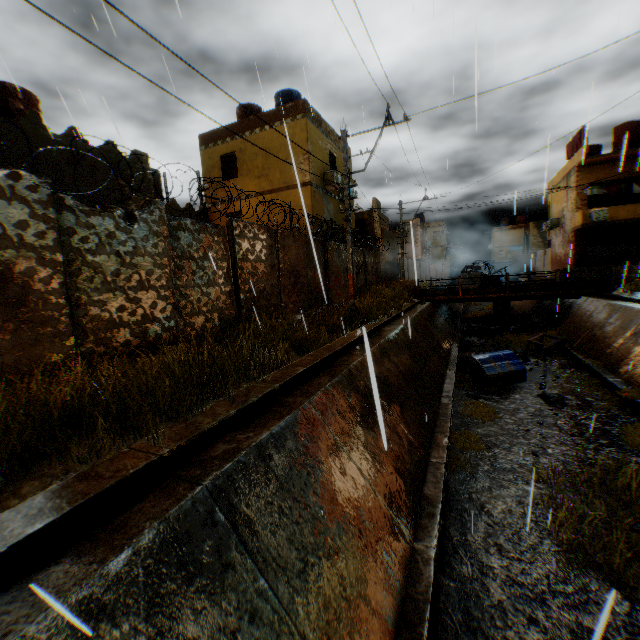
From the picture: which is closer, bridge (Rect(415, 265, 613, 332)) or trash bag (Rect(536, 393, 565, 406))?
trash bag (Rect(536, 393, 565, 406))

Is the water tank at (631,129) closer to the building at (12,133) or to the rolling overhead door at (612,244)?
the building at (12,133)

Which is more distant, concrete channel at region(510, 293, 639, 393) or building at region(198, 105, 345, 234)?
building at region(198, 105, 345, 234)

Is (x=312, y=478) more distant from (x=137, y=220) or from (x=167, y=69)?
(x=167, y=69)

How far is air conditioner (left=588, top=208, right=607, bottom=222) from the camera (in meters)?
22.75

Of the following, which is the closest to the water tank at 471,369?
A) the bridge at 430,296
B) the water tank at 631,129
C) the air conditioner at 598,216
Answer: the bridge at 430,296

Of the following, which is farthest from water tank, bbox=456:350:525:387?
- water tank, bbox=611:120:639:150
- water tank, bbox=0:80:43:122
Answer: water tank, bbox=611:120:639:150
